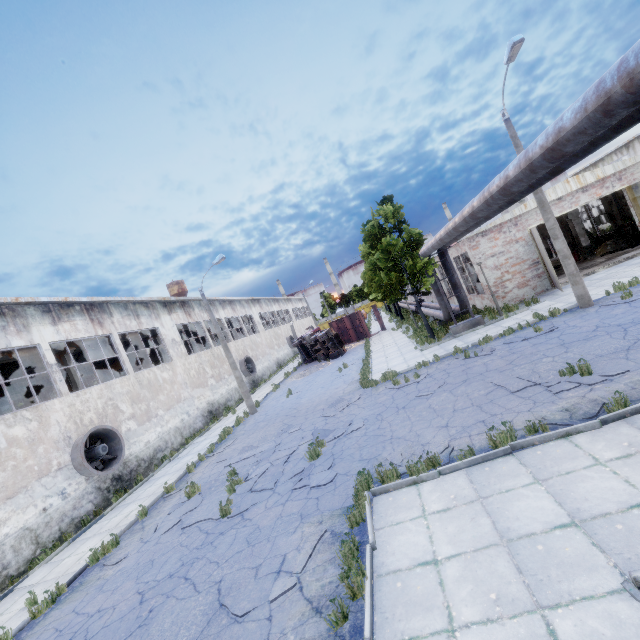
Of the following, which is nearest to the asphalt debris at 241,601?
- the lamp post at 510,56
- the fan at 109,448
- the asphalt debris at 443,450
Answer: the asphalt debris at 443,450

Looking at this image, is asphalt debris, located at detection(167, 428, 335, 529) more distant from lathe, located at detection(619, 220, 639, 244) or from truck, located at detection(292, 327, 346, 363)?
lathe, located at detection(619, 220, 639, 244)

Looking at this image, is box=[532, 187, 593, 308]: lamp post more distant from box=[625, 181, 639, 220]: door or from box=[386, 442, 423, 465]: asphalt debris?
box=[386, 442, 423, 465]: asphalt debris

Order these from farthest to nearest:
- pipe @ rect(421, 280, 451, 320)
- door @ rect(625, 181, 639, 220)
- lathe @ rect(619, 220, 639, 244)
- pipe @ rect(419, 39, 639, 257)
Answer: lathe @ rect(619, 220, 639, 244), pipe @ rect(421, 280, 451, 320), door @ rect(625, 181, 639, 220), pipe @ rect(419, 39, 639, 257)

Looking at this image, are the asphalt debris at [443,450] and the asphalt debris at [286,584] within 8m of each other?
yes

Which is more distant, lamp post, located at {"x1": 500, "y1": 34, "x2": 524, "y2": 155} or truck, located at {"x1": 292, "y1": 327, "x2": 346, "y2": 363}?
truck, located at {"x1": 292, "y1": 327, "x2": 346, "y2": 363}

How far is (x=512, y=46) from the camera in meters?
11.2 m

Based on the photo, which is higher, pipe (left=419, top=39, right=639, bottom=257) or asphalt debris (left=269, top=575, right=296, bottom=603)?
pipe (left=419, top=39, right=639, bottom=257)
